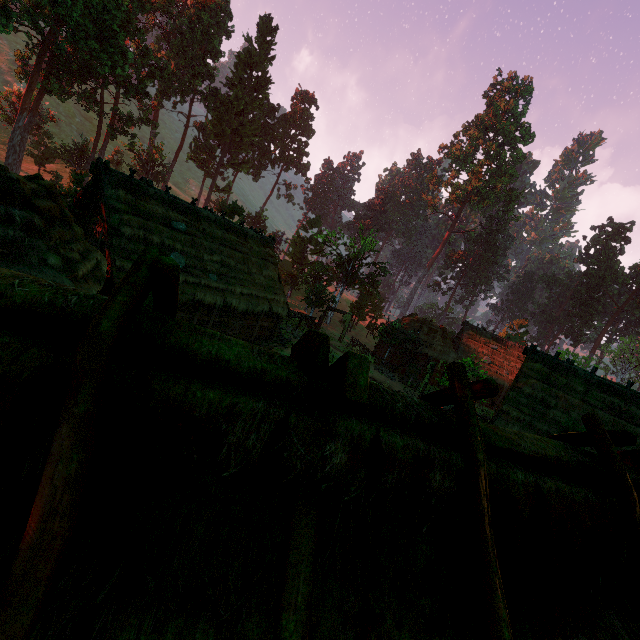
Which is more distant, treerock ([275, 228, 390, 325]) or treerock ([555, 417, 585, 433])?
treerock ([275, 228, 390, 325])

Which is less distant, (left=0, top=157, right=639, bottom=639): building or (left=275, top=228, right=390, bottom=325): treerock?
(left=0, top=157, right=639, bottom=639): building

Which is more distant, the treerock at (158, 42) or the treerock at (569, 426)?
the treerock at (158, 42)

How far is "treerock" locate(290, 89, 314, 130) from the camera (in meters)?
58.50

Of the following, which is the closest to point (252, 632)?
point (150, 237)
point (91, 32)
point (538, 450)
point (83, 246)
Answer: point (538, 450)

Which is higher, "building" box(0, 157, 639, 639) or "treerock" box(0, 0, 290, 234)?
"treerock" box(0, 0, 290, 234)

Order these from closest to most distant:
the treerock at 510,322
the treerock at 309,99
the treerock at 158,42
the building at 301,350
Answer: the building at 301,350
the treerock at 158,42
the treerock at 510,322
the treerock at 309,99
